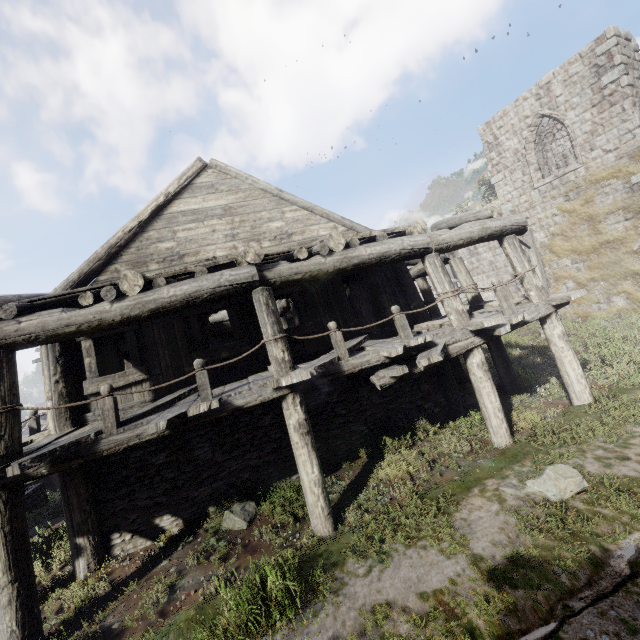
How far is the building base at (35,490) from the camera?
13.5m

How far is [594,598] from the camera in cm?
328

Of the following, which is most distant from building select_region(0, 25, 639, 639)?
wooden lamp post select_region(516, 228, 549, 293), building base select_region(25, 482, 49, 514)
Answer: → wooden lamp post select_region(516, 228, 549, 293)

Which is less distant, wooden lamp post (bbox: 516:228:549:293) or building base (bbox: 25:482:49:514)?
building base (bbox: 25:482:49:514)

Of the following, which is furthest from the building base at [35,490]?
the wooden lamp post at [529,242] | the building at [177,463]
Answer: the wooden lamp post at [529,242]

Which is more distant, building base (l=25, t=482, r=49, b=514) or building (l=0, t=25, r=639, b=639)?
building base (l=25, t=482, r=49, b=514)

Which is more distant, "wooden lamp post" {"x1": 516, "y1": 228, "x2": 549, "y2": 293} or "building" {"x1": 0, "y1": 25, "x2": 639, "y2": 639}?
"wooden lamp post" {"x1": 516, "y1": 228, "x2": 549, "y2": 293}
